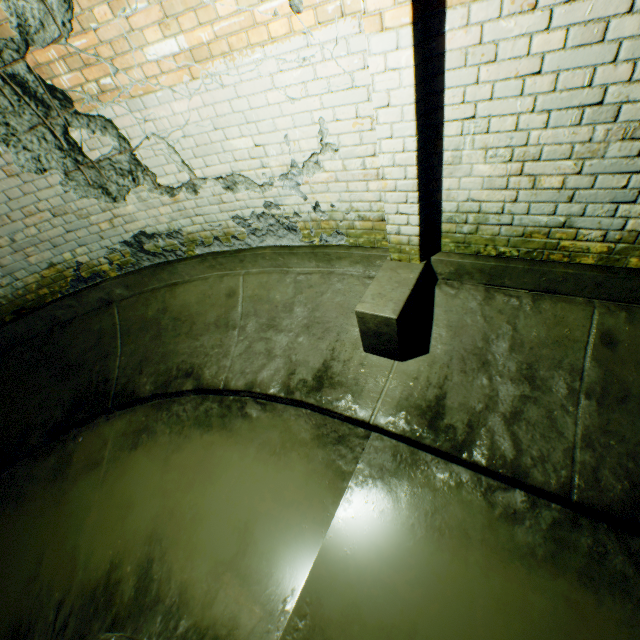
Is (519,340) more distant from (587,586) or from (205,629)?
(205,629)
